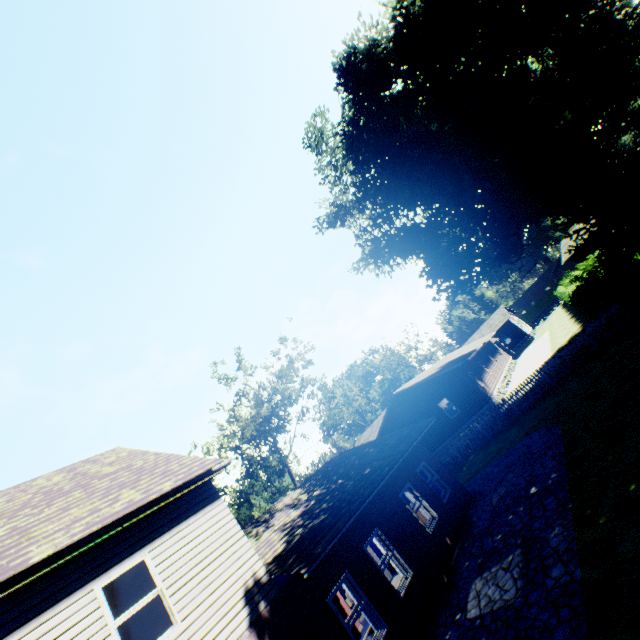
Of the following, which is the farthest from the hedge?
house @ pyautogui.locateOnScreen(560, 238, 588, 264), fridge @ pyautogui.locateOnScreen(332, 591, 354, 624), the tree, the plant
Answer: the tree

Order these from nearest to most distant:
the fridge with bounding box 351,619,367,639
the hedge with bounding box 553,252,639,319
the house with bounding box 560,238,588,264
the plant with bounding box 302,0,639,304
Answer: the fridge with bounding box 351,619,367,639 → the hedge with bounding box 553,252,639,319 → the plant with bounding box 302,0,639,304 → the house with bounding box 560,238,588,264

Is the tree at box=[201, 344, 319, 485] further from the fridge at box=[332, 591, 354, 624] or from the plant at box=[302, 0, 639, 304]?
the plant at box=[302, 0, 639, 304]

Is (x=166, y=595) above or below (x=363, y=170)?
below

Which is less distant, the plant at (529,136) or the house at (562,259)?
the plant at (529,136)

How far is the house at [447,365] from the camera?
25.8m

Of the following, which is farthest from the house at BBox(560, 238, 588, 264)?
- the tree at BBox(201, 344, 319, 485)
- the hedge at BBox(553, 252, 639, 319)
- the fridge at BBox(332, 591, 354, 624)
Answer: the fridge at BBox(332, 591, 354, 624)

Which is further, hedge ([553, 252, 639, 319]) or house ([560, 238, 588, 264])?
house ([560, 238, 588, 264])
